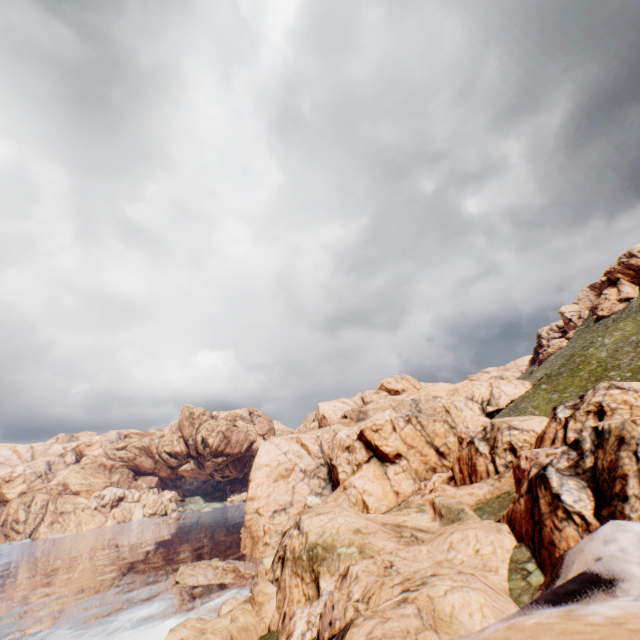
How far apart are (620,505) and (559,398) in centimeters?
5752cm
